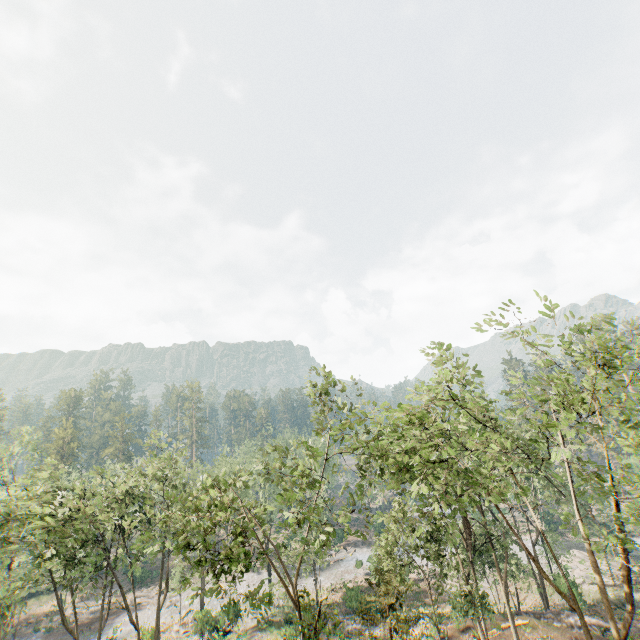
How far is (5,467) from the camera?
29.80m

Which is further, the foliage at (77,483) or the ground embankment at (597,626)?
the ground embankment at (597,626)

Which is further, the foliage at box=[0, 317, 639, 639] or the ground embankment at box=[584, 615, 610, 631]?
the ground embankment at box=[584, 615, 610, 631]

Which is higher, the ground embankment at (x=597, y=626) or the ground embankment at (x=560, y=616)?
the ground embankment at (x=597, y=626)

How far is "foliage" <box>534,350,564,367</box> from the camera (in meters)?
15.48

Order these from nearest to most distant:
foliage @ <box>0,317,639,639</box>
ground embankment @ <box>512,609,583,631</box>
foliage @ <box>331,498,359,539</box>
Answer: foliage @ <box>0,317,639,639</box> < foliage @ <box>331,498,359,539</box> < ground embankment @ <box>512,609,583,631</box>

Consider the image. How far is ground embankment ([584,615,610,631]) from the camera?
25.7m
